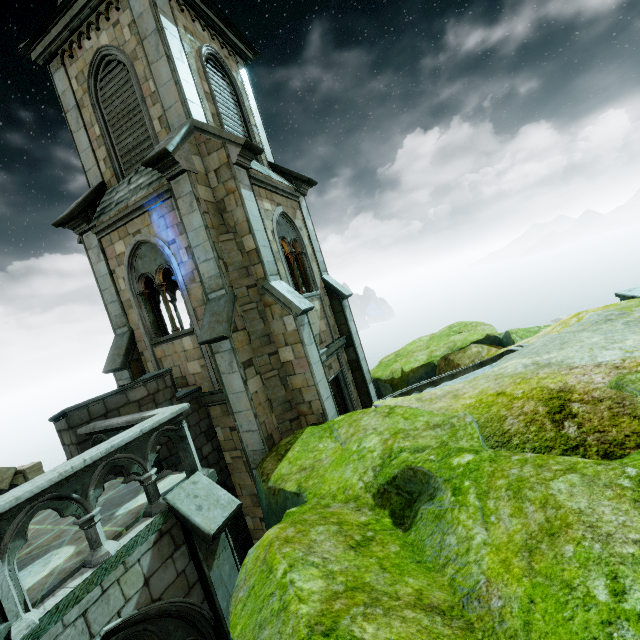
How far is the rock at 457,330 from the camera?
10.5m

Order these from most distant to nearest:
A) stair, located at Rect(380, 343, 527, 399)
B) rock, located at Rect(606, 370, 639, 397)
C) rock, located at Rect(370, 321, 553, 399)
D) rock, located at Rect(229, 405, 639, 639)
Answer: rock, located at Rect(370, 321, 553, 399) < stair, located at Rect(380, 343, 527, 399) < rock, located at Rect(606, 370, 639, 397) < rock, located at Rect(229, 405, 639, 639)

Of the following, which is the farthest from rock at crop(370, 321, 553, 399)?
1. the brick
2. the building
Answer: the brick

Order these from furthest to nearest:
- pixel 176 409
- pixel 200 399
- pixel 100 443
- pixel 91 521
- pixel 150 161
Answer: pixel 200 399 < pixel 150 161 < pixel 100 443 < pixel 176 409 < pixel 91 521

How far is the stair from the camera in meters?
7.7

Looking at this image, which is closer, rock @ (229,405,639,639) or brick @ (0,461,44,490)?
rock @ (229,405,639,639)

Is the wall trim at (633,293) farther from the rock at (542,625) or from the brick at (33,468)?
the brick at (33,468)

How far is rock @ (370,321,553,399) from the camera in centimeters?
1053cm
